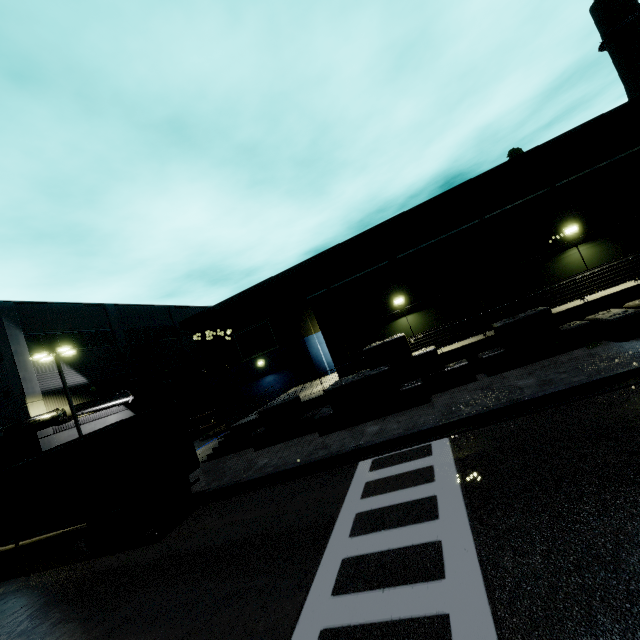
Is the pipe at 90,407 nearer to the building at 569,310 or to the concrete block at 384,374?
the building at 569,310

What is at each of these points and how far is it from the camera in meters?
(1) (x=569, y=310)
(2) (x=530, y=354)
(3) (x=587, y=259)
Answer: (1) building, 12.9 m
(2) concrete block, 12.5 m
(3) building, 14.2 m

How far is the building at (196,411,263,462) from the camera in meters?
17.3

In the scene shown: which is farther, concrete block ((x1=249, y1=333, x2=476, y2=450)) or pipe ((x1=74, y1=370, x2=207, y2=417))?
pipe ((x1=74, y1=370, x2=207, y2=417))

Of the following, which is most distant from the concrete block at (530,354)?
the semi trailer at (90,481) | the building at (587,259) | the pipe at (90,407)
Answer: the pipe at (90,407)

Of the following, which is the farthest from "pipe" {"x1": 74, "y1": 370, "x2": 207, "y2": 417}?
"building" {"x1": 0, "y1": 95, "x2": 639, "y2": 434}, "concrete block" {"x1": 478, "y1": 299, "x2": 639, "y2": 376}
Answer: "concrete block" {"x1": 478, "y1": 299, "x2": 639, "y2": 376}

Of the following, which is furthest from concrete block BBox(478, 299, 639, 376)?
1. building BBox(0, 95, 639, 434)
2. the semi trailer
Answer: the semi trailer
